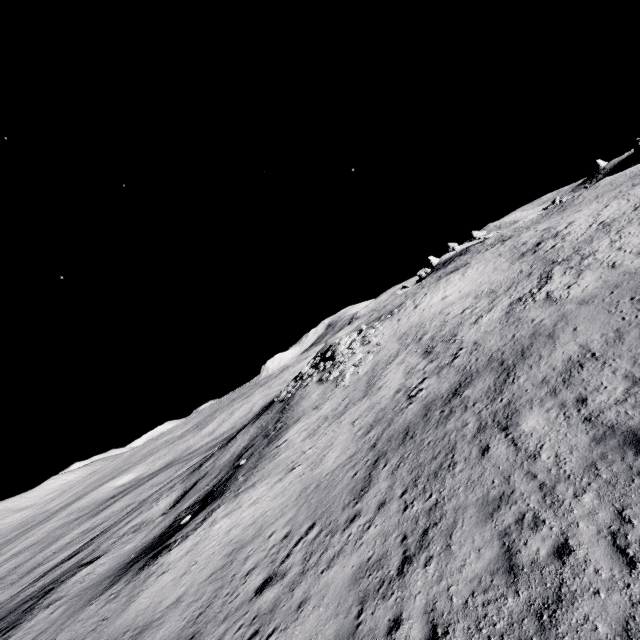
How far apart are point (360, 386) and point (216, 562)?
13.98m

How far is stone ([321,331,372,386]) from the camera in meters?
28.2

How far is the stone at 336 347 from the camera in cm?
2817
